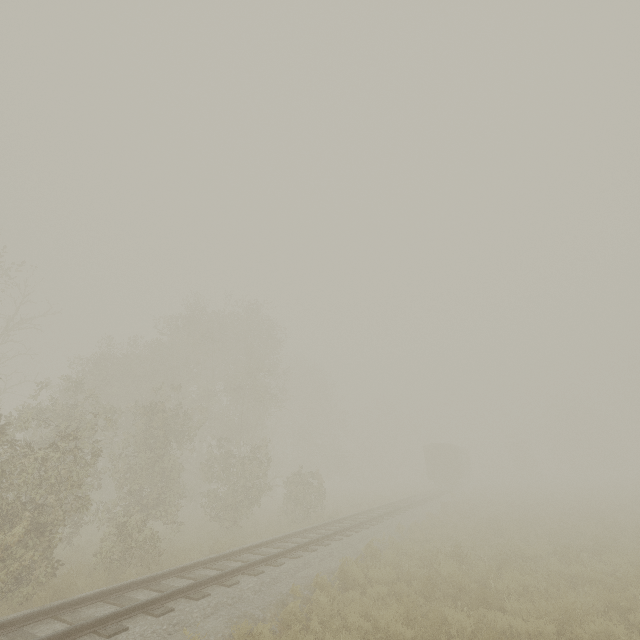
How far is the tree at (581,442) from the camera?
53.5m

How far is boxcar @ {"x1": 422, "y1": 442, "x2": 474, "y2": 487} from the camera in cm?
3647

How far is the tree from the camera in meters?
53.5 m

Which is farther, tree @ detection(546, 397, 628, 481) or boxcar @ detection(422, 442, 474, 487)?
tree @ detection(546, 397, 628, 481)

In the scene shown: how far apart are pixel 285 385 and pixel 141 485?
33.72m

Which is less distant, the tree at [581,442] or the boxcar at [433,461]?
the boxcar at [433,461]
